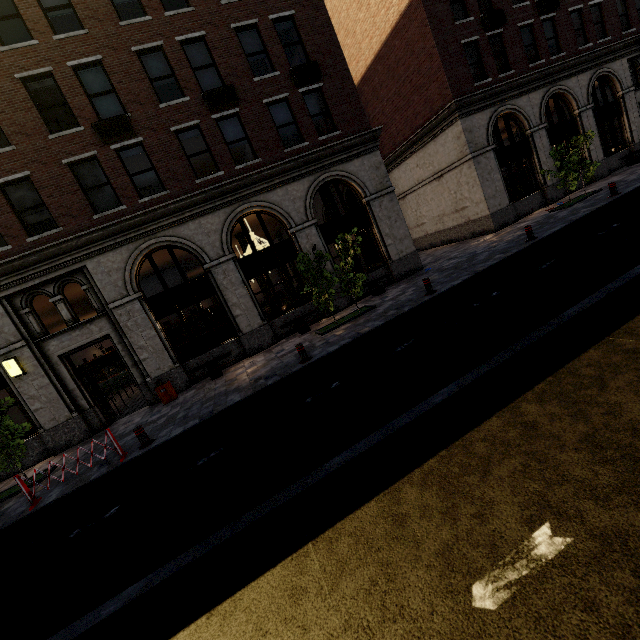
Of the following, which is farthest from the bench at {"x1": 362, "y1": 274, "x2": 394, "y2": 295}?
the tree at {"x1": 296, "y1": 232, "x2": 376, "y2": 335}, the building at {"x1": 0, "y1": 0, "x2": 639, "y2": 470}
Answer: the tree at {"x1": 296, "y1": 232, "x2": 376, "y2": 335}

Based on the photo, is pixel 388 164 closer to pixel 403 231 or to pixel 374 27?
pixel 374 27

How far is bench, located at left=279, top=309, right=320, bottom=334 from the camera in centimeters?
1386cm

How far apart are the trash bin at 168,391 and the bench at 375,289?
8.91m

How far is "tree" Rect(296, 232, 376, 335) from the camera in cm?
1167

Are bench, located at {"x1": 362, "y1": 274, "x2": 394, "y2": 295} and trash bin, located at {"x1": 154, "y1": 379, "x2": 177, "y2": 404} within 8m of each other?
no

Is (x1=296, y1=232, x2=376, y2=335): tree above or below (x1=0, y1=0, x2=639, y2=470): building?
above

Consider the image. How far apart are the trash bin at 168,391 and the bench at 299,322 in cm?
492
